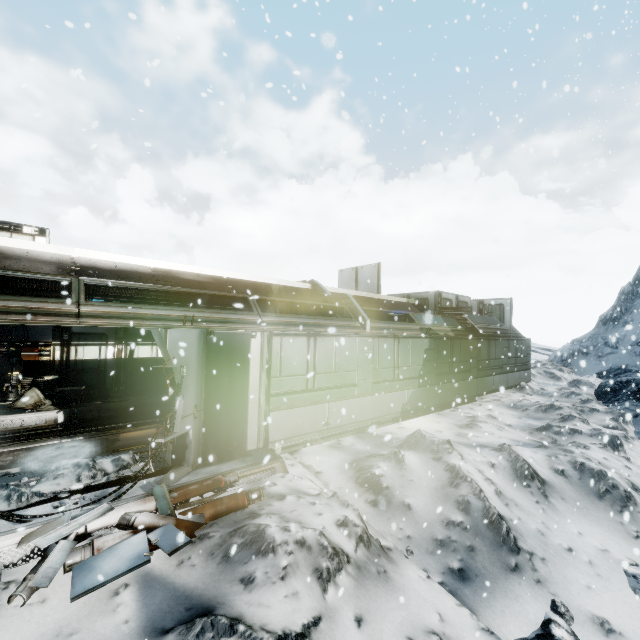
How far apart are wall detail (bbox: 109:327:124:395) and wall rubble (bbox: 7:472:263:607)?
8.5 meters

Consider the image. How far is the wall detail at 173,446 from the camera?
6.3m

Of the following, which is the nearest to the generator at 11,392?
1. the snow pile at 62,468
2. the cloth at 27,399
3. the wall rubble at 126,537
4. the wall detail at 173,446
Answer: the cloth at 27,399

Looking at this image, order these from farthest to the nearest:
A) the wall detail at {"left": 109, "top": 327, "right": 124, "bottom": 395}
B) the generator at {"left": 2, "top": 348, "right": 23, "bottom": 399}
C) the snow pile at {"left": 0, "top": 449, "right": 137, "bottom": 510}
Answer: the wall detail at {"left": 109, "top": 327, "right": 124, "bottom": 395}, the generator at {"left": 2, "top": 348, "right": 23, "bottom": 399}, the snow pile at {"left": 0, "top": 449, "right": 137, "bottom": 510}

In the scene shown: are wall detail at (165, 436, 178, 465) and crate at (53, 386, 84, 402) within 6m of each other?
no

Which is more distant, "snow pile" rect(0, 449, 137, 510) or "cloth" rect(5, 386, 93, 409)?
"cloth" rect(5, 386, 93, 409)

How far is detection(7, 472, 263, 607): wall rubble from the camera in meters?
3.7 m

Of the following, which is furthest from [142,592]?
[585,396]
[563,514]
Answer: [585,396]
